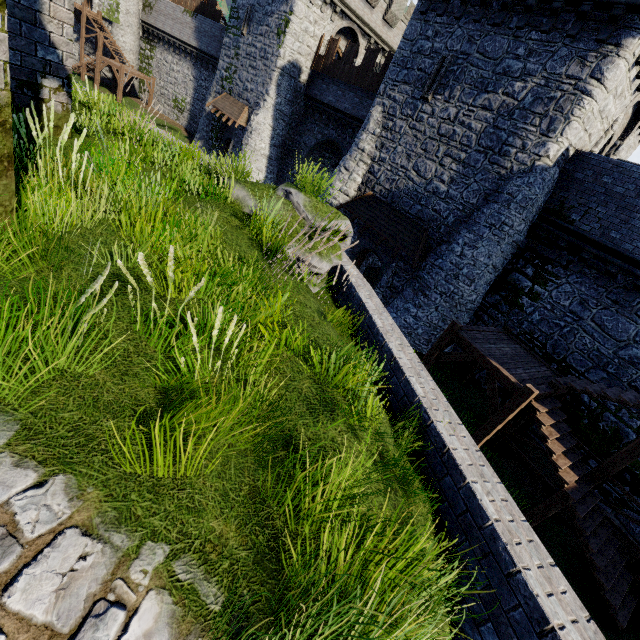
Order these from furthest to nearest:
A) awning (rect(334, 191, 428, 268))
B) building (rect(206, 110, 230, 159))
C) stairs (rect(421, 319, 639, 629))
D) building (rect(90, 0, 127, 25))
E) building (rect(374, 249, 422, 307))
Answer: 1. building (rect(90, 0, 127, 25))
2. building (rect(206, 110, 230, 159))
3. building (rect(374, 249, 422, 307))
4. awning (rect(334, 191, 428, 268))
5. stairs (rect(421, 319, 639, 629))

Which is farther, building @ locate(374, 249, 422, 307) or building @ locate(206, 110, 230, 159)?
building @ locate(206, 110, 230, 159)

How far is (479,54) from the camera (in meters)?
13.45

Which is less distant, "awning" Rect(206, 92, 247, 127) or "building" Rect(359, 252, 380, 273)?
"building" Rect(359, 252, 380, 273)

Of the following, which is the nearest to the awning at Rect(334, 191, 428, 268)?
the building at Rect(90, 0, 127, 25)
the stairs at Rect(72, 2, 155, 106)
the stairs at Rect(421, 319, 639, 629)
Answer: the stairs at Rect(421, 319, 639, 629)

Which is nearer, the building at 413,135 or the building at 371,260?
the building at 413,135

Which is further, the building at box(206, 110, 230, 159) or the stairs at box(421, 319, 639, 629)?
the building at box(206, 110, 230, 159)

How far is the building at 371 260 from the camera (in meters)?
20.32
